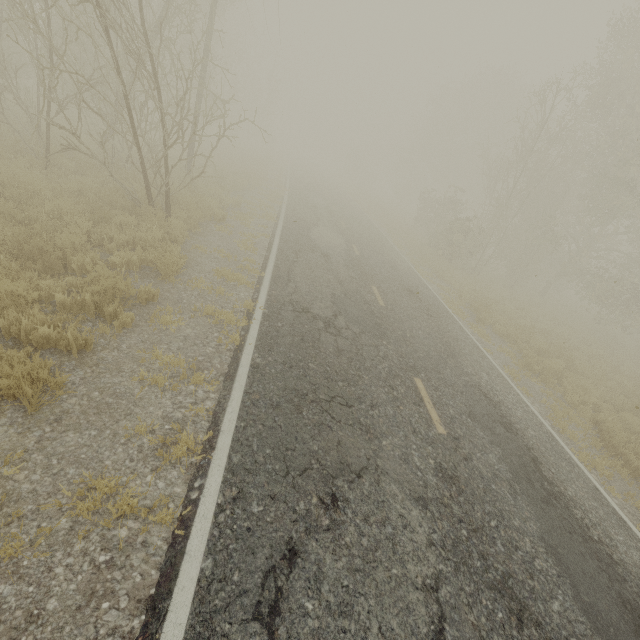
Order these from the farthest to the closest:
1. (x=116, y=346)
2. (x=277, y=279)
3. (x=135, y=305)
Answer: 1. (x=277, y=279)
2. (x=135, y=305)
3. (x=116, y=346)

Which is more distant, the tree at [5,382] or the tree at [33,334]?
the tree at [33,334]

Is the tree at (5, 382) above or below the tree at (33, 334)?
above

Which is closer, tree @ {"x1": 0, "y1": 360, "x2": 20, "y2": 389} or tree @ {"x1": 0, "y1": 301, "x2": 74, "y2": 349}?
tree @ {"x1": 0, "y1": 360, "x2": 20, "y2": 389}

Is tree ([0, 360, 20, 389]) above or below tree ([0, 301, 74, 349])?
above
